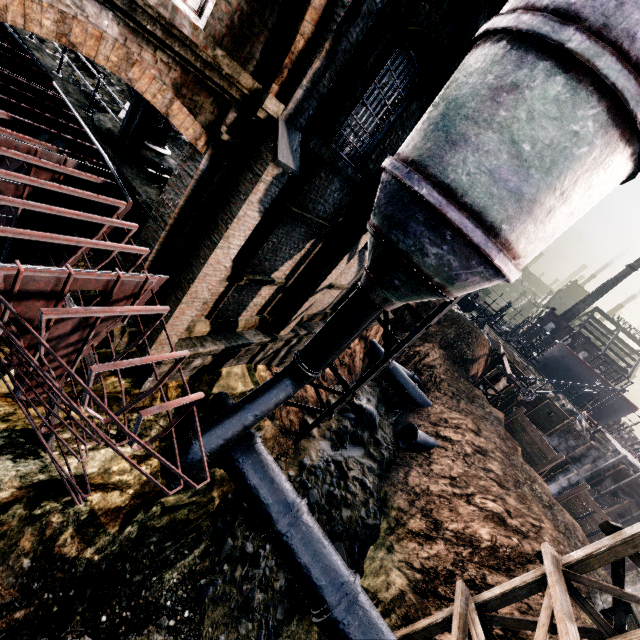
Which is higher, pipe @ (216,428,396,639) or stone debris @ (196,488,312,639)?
pipe @ (216,428,396,639)

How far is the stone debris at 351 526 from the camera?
14.7 meters

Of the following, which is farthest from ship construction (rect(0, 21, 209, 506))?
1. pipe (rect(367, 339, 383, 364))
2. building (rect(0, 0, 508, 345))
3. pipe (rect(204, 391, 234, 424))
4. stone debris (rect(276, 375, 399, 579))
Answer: pipe (rect(367, 339, 383, 364))

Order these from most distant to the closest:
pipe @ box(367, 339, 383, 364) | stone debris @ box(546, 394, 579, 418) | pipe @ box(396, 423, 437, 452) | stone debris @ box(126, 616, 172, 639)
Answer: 1. stone debris @ box(546, 394, 579, 418)
2. pipe @ box(367, 339, 383, 364)
3. pipe @ box(396, 423, 437, 452)
4. stone debris @ box(126, 616, 172, 639)

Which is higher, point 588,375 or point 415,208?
point 588,375

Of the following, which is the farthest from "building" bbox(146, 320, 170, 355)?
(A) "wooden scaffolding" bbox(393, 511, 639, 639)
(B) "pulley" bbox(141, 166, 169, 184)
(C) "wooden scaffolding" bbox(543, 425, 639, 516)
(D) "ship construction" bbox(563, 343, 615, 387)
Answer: (D) "ship construction" bbox(563, 343, 615, 387)

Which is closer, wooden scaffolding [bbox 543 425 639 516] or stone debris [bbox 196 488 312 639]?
stone debris [bbox 196 488 312 639]

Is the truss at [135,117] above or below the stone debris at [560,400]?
above
